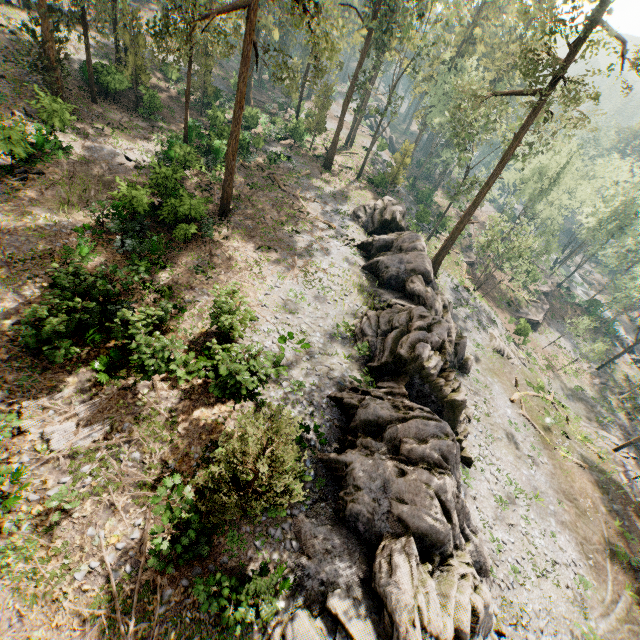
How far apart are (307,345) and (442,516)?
9.7m

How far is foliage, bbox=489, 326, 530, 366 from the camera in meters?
31.7 m

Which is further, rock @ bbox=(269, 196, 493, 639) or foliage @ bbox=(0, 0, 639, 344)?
foliage @ bbox=(0, 0, 639, 344)

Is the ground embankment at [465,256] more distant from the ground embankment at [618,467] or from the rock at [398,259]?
the ground embankment at [618,467]

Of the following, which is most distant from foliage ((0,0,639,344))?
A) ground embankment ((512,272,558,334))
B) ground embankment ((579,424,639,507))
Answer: ground embankment ((512,272,558,334))

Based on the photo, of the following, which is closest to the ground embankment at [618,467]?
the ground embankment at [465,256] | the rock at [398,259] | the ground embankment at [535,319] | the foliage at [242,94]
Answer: the foliage at [242,94]

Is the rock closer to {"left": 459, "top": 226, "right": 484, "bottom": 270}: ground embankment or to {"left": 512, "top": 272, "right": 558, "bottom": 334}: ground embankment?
{"left": 459, "top": 226, "right": 484, "bottom": 270}: ground embankment
